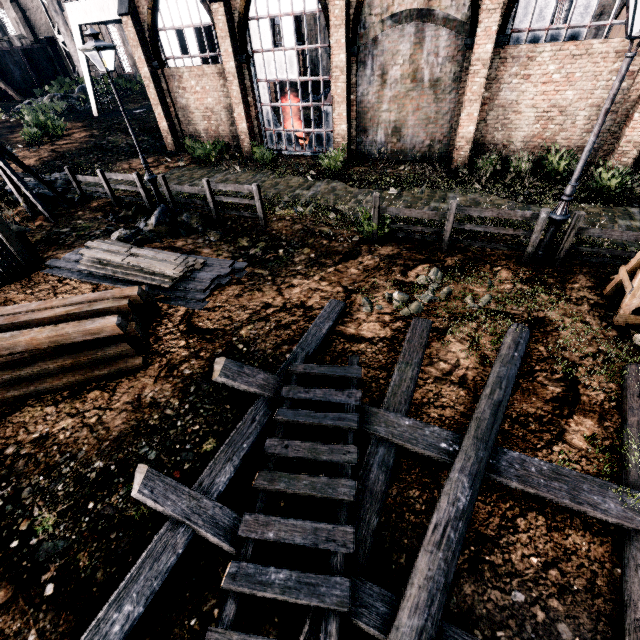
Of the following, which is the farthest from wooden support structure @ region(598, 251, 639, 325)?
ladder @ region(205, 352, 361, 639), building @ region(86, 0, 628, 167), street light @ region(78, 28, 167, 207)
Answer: street light @ region(78, 28, 167, 207)

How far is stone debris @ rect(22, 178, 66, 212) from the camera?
14.4 meters

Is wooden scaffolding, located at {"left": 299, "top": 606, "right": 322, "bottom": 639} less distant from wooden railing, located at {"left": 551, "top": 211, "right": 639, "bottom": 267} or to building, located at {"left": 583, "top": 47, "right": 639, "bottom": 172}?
wooden railing, located at {"left": 551, "top": 211, "right": 639, "bottom": 267}

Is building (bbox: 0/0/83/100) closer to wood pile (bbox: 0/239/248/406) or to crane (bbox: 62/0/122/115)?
crane (bbox: 62/0/122/115)

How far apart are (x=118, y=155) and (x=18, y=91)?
41.1 meters

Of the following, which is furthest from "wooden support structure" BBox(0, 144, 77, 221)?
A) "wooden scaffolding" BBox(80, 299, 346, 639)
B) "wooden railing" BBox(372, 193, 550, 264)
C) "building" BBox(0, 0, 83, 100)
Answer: "building" BBox(0, 0, 83, 100)

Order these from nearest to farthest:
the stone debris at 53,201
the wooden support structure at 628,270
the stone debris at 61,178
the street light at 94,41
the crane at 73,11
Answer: the wooden support structure at 628,270
the street light at 94,41
the stone debris at 53,201
the stone debris at 61,178
the crane at 73,11

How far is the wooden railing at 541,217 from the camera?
8.23m
